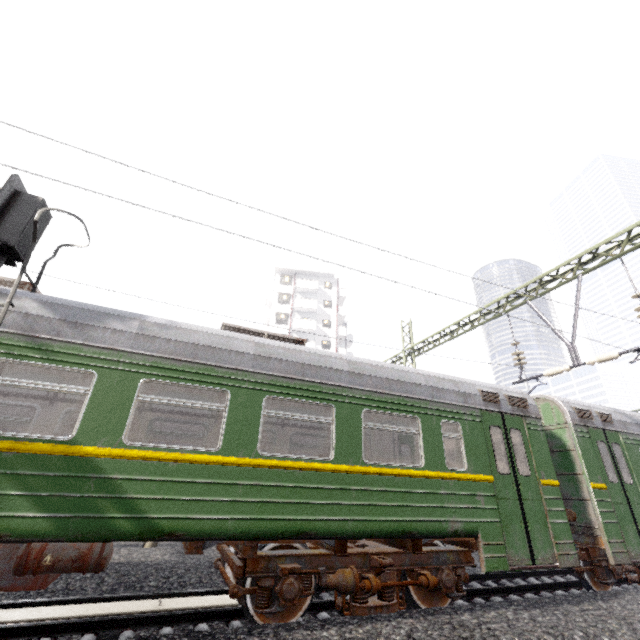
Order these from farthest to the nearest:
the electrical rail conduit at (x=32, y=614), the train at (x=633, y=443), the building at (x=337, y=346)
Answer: the building at (x=337, y=346) → the electrical rail conduit at (x=32, y=614) → the train at (x=633, y=443)

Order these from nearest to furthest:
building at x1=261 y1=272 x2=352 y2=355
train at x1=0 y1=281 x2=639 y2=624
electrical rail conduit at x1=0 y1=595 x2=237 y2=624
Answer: train at x1=0 y1=281 x2=639 y2=624
electrical rail conduit at x1=0 y1=595 x2=237 y2=624
building at x1=261 y1=272 x2=352 y2=355

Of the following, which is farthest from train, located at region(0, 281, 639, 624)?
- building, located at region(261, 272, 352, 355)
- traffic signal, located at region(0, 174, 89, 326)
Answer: building, located at region(261, 272, 352, 355)

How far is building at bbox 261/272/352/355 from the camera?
40.6m

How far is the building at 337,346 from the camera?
40.59m

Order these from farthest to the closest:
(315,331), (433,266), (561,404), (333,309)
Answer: (333,309) → (315,331) → (561,404) → (433,266)

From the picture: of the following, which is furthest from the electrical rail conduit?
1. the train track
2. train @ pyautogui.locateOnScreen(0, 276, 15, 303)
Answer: train @ pyautogui.locateOnScreen(0, 276, 15, 303)
